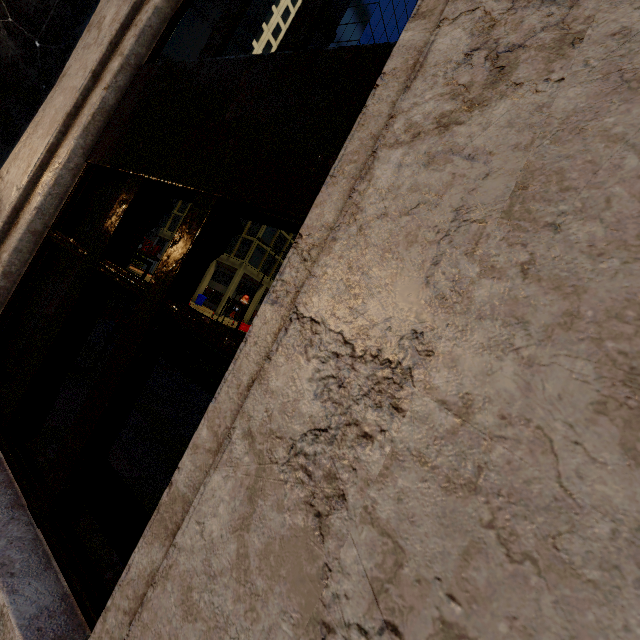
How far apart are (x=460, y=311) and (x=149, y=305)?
1.7m

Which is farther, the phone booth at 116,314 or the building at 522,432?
the phone booth at 116,314

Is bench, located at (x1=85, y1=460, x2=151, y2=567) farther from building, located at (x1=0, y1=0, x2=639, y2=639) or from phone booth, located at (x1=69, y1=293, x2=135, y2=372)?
phone booth, located at (x1=69, y1=293, x2=135, y2=372)

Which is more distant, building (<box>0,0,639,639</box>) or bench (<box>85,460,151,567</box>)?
bench (<box>85,460,151,567</box>)

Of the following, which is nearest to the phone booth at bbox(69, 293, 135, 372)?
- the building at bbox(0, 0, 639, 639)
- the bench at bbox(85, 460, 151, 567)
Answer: the building at bbox(0, 0, 639, 639)

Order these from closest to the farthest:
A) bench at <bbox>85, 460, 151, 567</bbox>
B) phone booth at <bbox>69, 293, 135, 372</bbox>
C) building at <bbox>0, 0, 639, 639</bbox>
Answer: building at <bbox>0, 0, 639, 639</bbox> < bench at <bbox>85, 460, 151, 567</bbox> < phone booth at <bbox>69, 293, 135, 372</bbox>

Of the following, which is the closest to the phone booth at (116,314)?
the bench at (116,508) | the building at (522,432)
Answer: the building at (522,432)
